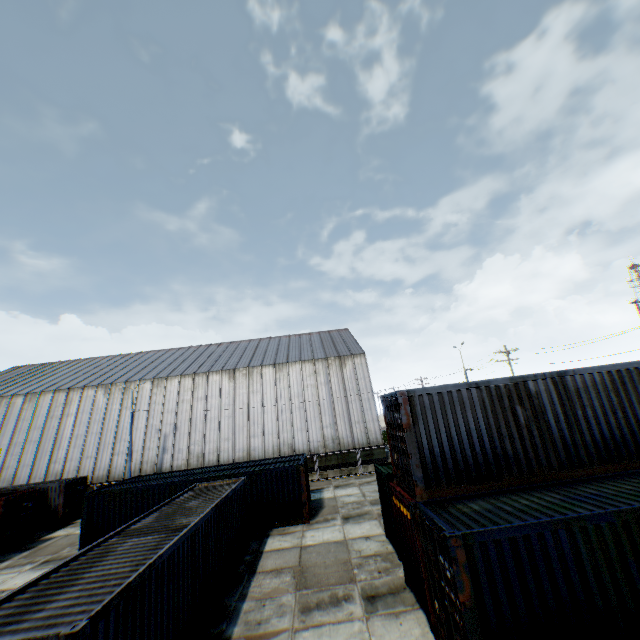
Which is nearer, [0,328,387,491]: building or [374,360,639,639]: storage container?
[374,360,639,639]: storage container

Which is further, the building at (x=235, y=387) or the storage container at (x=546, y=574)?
the building at (x=235, y=387)

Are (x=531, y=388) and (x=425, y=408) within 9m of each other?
yes
